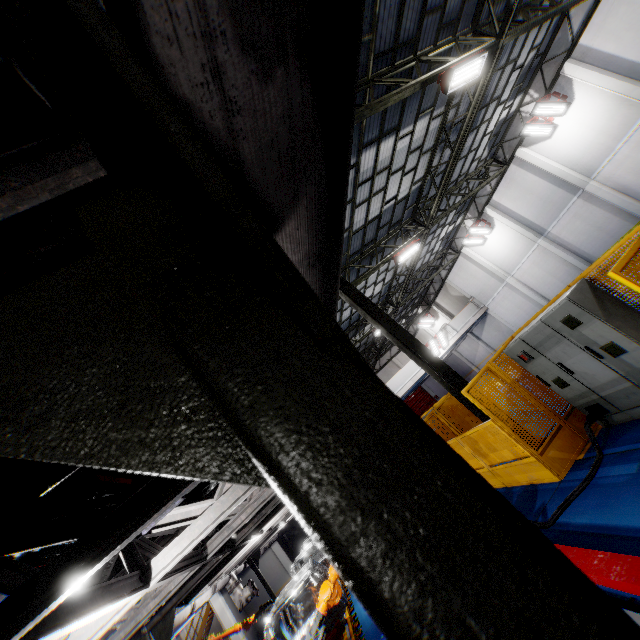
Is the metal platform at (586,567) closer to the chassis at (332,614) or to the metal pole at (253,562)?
the chassis at (332,614)

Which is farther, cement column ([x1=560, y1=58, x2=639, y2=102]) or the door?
the door

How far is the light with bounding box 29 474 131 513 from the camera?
2.3m

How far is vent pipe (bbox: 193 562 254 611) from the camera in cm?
940

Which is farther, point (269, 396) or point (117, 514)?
point (117, 514)

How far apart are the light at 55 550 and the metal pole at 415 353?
7.03m

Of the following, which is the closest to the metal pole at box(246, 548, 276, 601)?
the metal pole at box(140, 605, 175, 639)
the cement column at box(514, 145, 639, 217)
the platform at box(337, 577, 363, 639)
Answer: the platform at box(337, 577, 363, 639)

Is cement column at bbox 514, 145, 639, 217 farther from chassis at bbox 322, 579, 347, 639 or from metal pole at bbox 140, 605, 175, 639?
metal pole at bbox 140, 605, 175, 639
